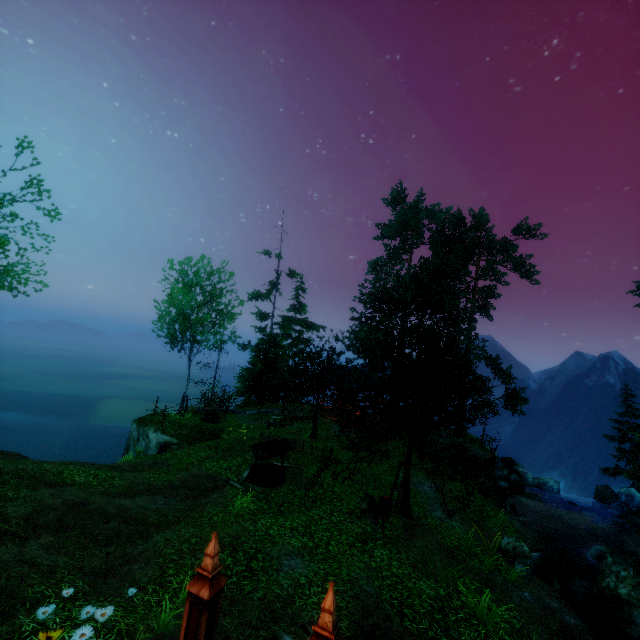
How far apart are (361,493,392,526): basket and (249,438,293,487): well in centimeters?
394cm

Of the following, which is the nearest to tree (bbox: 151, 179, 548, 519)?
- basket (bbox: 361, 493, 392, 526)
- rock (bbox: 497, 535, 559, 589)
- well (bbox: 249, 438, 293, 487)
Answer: basket (bbox: 361, 493, 392, 526)

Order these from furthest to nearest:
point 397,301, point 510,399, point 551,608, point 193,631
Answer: point 397,301 → point 510,399 → point 551,608 → point 193,631

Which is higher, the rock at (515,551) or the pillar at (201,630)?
the pillar at (201,630)

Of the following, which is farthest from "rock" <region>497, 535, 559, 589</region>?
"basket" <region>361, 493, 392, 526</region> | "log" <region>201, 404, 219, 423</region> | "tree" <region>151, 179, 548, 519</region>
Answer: "log" <region>201, 404, 219, 423</region>

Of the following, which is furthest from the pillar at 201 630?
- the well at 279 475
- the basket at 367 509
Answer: the well at 279 475

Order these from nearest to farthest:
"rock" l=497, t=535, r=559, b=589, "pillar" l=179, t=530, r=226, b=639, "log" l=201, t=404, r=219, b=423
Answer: "pillar" l=179, t=530, r=226, b=639 → "rock" l=497, t=535, r=559, b=589 → "log" l=201, t=404, r=219, b=423

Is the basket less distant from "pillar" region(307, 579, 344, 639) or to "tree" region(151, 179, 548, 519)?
"tree" region(151, 179, 548, 519)
